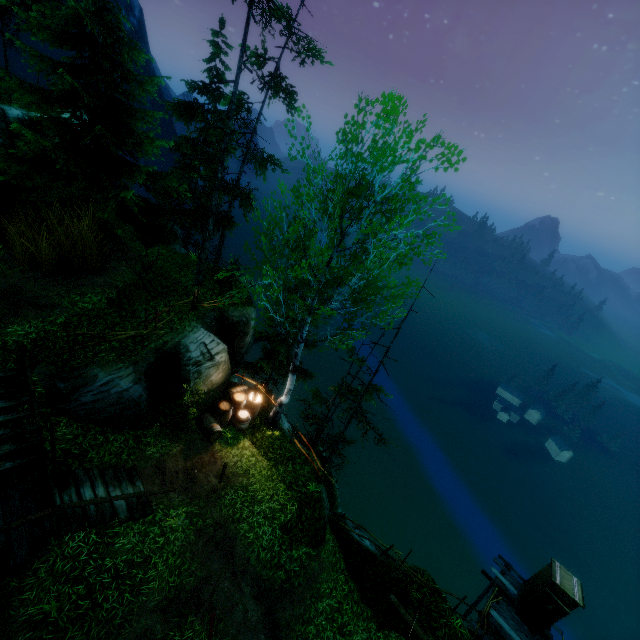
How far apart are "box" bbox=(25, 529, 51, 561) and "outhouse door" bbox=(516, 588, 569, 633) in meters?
18.0 m

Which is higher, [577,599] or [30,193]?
[30,193]

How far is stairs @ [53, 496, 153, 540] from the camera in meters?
8.0

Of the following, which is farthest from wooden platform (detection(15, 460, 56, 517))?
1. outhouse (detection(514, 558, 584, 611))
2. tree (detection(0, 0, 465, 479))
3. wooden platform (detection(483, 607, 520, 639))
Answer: outhouse (detection(514, 558, 584, 611))

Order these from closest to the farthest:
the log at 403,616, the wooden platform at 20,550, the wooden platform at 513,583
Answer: the wooden platform at 20,550
the log at 403,616
the wooden platform at 513,583

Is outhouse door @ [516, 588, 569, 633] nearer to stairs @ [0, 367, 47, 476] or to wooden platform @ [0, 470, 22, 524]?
wooden platform @ [0, 470, 22, 524]

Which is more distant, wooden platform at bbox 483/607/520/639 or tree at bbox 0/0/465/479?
wooden platform at bbox 483/607/520/639

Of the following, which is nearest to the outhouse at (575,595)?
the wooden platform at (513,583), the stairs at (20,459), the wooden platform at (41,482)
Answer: the wooden platform at (513,583)
